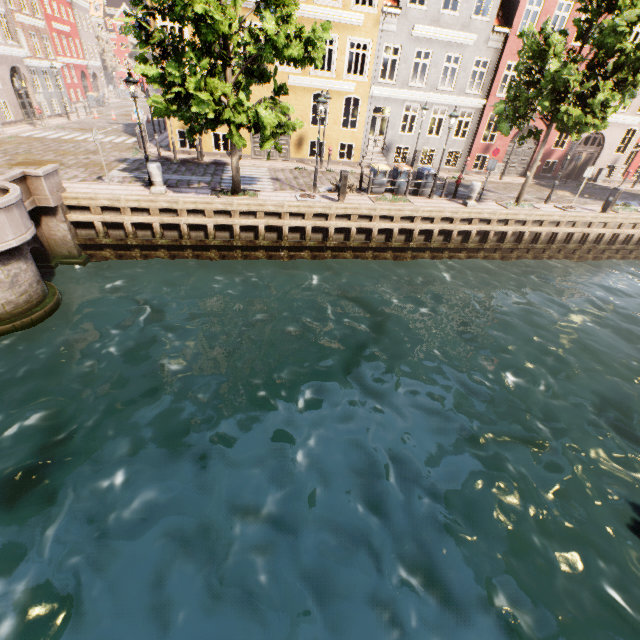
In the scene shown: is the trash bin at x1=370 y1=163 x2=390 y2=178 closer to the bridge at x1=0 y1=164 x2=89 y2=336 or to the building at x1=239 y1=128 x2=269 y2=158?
the building at x1=239 y1=128 x2=269 y2=158

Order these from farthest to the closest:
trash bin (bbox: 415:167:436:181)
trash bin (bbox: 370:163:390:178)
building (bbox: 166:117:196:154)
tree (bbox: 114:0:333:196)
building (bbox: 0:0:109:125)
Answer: building (bbox: 0:0:109:125) < building (bbox: 166:117:196:154) < trash bin (bbox: 415:167:436:181) < trash bin (bbox: 370:163:390:178) < tree (bbox: 114:0:333:196)

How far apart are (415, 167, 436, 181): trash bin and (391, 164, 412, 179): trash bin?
0.35m

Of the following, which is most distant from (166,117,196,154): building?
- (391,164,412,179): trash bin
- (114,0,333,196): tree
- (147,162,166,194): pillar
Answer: (147,162,166,194): pillar

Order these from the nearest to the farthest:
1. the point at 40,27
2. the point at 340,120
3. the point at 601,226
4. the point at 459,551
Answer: the point at 459,551
the point at 601,226
the point at 340,120
the point at 40,27

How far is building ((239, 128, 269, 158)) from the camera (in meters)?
19.77

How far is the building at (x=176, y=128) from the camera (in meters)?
18.72

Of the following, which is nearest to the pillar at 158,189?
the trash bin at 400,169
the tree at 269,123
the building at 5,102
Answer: the tree at 269,123
